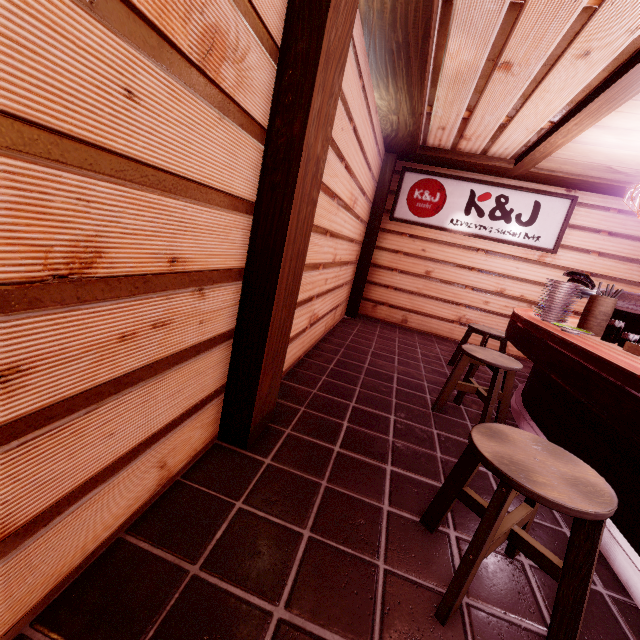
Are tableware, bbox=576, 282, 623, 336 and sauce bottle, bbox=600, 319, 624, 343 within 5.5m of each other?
yes

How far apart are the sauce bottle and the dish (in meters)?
0.65

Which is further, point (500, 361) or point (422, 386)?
point (422, 386)

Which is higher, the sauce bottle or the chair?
the sauce bottle

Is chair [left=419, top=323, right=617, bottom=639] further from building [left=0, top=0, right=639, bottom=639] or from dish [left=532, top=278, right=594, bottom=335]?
dish [left=532, top=278, right=594, bottom=335]

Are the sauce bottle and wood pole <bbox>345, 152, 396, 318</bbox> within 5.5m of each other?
no

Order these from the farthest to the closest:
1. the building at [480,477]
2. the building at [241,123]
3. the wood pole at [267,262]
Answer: the building at [480,477] < the wood pole at [267,262] < the building at [241,123]

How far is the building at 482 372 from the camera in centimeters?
718cm
